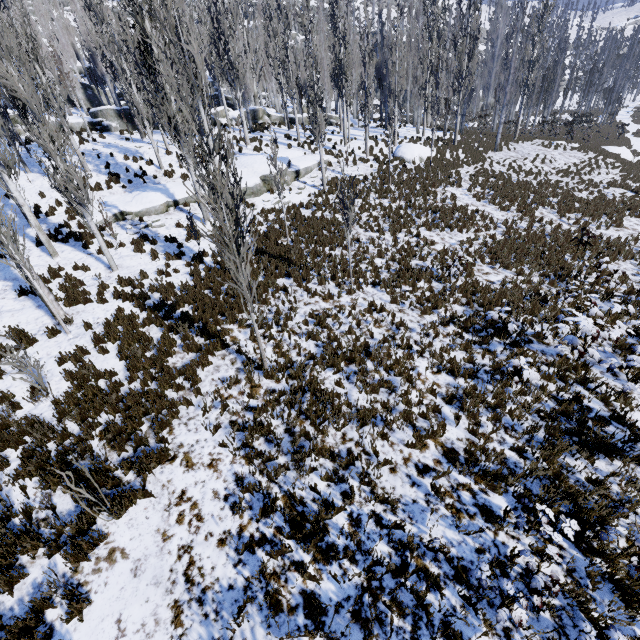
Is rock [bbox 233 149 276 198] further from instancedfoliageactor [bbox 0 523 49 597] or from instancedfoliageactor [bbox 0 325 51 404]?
instancedfoliageactor [bbox 0 523 49 597]

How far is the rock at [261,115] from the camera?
29.86m

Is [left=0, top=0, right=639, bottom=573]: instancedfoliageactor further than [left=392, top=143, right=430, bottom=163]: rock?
No

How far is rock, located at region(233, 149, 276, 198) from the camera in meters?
17.6

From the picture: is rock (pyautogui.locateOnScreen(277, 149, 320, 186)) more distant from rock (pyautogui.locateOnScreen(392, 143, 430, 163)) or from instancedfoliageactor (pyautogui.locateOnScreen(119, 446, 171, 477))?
rock (pyautogui.locateOnScreen(392, 143, 430, 163))

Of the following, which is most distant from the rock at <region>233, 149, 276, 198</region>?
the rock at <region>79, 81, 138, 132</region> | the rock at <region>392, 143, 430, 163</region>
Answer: the rock at <region>79, 81, 138, 132</region>

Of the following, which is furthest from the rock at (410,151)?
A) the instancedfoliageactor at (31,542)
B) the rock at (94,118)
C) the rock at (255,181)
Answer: the instancedfoliageactor at (31,542)

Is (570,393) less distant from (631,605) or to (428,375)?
(428,375)
